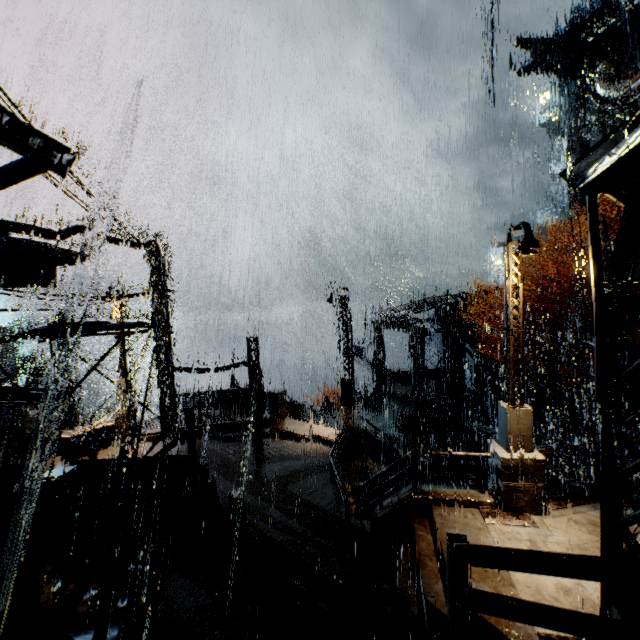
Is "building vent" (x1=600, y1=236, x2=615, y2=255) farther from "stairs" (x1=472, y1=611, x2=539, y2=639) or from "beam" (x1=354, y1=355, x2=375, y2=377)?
"stairs" (x1=472, y1=611, x2=539, y2=639)

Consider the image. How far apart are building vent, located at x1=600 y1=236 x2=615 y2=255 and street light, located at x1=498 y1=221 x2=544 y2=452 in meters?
36.6

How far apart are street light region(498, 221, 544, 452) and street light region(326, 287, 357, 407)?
7.40m

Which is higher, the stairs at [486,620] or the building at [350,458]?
the stairs at [486,620]

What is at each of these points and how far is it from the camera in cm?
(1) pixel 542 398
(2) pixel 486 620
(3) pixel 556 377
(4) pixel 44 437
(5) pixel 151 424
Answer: (1) stairs, 2606
(2) stairs, 574
(3) stairs, 2709
(4) bridge, 1425
(5) building, 2953

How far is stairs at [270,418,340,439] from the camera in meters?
16.5 m

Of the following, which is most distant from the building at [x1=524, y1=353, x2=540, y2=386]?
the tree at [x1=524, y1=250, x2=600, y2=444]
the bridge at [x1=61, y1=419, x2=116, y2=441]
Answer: the tree at [x1=524, y1=250, x2=600, y2=444]

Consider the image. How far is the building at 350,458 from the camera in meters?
13.7
